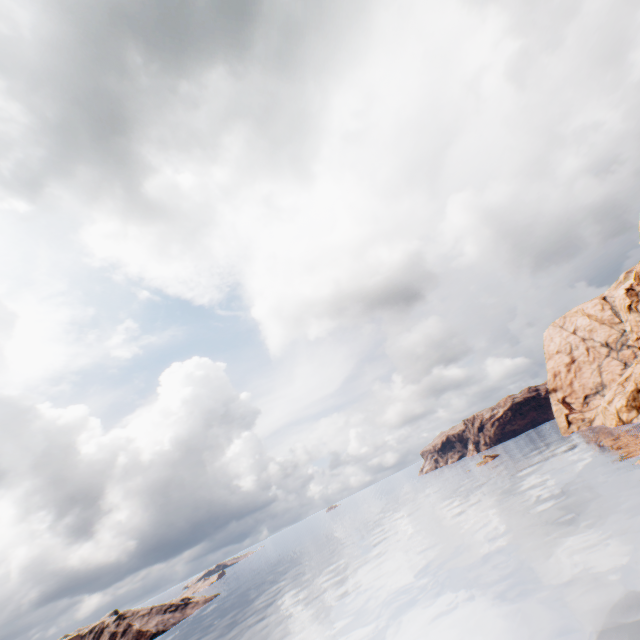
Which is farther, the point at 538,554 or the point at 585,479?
the point at 585,479
